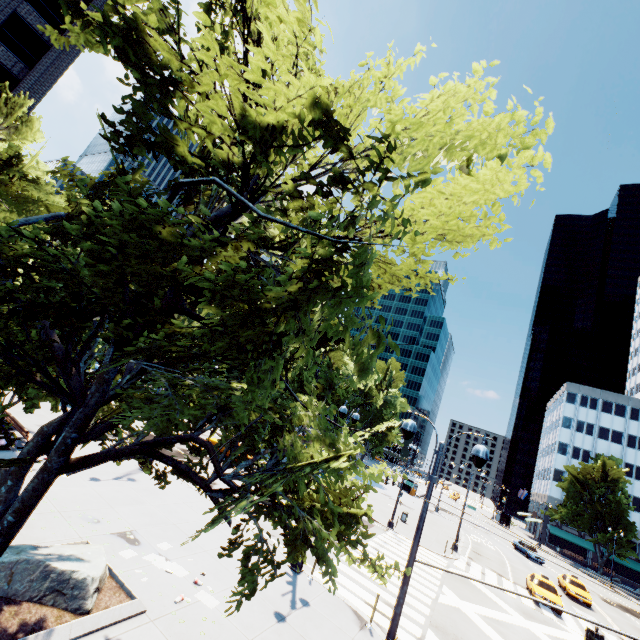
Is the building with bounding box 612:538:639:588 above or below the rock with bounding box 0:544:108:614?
above

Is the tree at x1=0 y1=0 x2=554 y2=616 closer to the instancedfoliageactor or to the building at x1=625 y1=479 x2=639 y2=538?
the building at x1=625 y1=479 x2=639 y2=538

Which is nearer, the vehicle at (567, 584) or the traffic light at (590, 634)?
the traffic light at (590, 634)

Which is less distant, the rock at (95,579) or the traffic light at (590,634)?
the traffic light at (590,634)

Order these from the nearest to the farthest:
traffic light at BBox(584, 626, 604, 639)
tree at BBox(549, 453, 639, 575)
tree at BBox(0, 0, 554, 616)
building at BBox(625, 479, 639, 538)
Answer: tree at BBox(0, 0, 554, 616), traffic light at BBox(584, 626, 604, 639), tree at BBox(549, 453, 639, 575), building at BBox(625, 479, 639, 538)

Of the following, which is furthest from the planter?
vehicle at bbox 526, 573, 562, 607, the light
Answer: vehicle at bbox 526, 573, 562, 607

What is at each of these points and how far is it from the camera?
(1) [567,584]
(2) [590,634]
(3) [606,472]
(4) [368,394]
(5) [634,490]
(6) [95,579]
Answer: (1) vehicle, 29.9 meters
(2) traffic light, 6.2 meters
(3) tree, 54.6 meters
(4) tree, 54.7 meters
(5) building, 59.6 meters
(6) rock, 7.8 meters

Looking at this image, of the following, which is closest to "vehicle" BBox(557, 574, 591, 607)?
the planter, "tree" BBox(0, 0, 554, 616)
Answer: "tree" BBox(0, 0, 554, 616)
